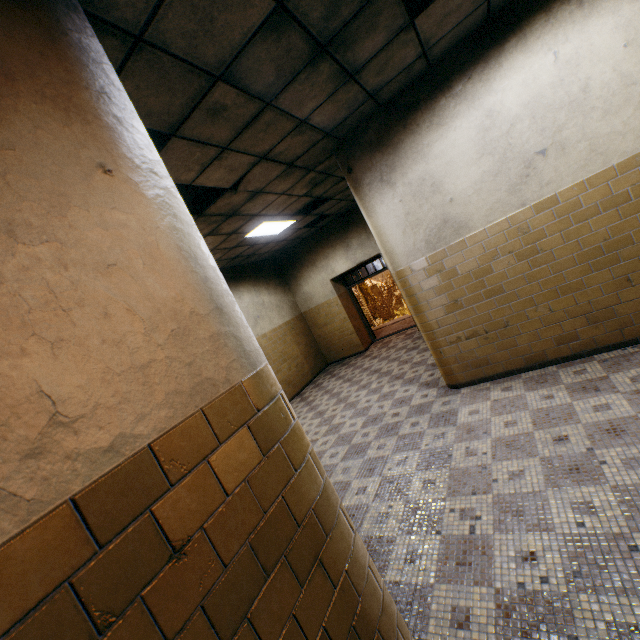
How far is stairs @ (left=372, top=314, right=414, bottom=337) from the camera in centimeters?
1101cm

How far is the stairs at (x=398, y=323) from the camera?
11.0m

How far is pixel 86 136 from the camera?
Result: 1.10m

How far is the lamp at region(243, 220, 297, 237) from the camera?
6.6m

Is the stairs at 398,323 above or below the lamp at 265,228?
below

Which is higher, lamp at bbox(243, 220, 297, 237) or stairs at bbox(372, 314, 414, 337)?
lamp at bbox(243, 220, 297, 237)

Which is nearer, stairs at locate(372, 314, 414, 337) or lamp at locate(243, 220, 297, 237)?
lamp at locate(243, 220, 297, 237)
